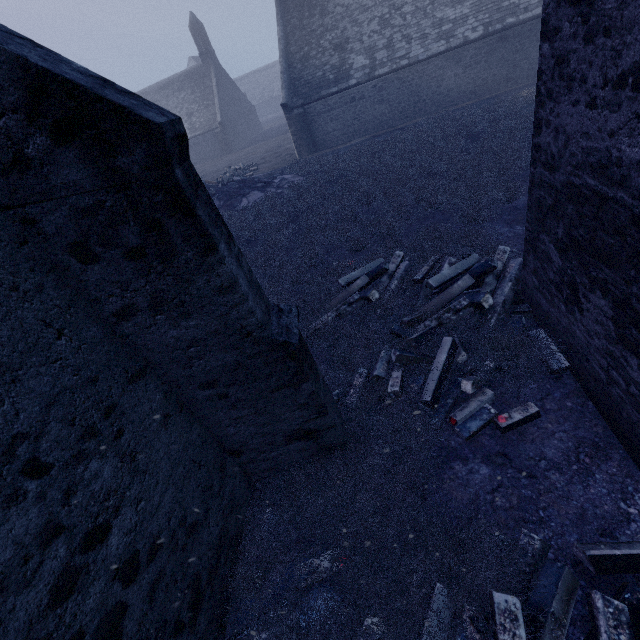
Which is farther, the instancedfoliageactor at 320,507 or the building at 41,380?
the instancedfoliageactor at 320,507

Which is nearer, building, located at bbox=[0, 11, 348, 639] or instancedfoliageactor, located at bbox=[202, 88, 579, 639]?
building, located at bbox=[0, 11, 348, 639]

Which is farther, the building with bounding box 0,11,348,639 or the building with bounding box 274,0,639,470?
the building with bounding box 274,0,639,470

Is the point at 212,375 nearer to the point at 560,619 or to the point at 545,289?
the point at 560,619

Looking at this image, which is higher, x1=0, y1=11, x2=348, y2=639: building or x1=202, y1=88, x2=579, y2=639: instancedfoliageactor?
x1=0, y1=11, x2=348, y2=639: building

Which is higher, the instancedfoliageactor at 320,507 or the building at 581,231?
→ the building at 581,231
